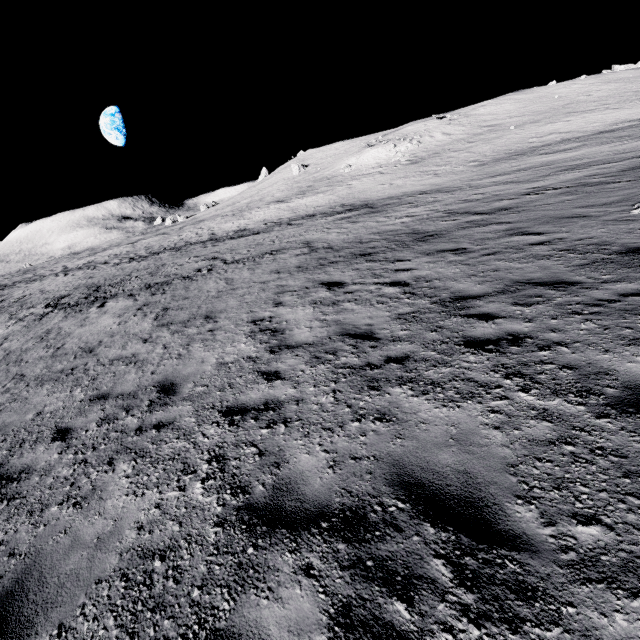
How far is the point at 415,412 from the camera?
4.11m
